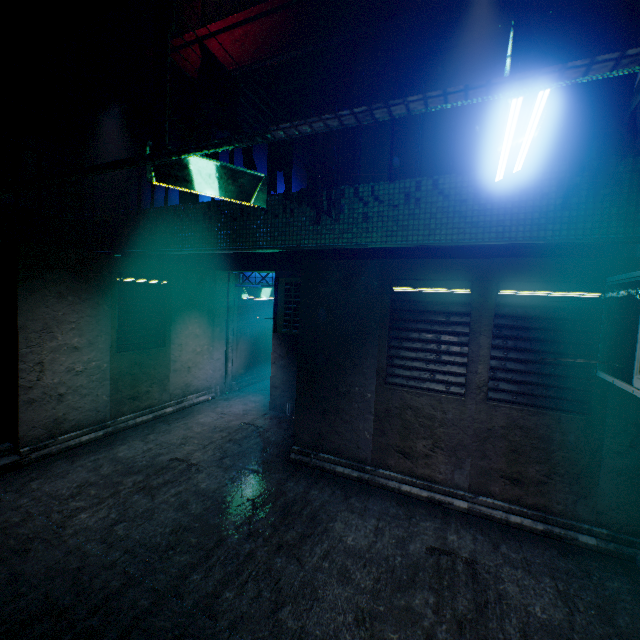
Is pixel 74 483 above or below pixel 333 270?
below

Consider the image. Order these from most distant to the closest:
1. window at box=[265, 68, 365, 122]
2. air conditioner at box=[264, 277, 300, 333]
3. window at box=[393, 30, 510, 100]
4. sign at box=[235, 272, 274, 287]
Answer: sign at box=[235, 272, 274, 287], air conditioner at box=[264, 277, 300, 333], window at box=[265, 68, 365, 122], window at box=[393, 30, 510, 100]

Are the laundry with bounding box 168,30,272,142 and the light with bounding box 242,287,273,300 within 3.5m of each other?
no

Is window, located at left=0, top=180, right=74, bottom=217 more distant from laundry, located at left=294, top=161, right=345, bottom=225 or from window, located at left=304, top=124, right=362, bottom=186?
laundry, located at left=294, top=161, right=345, bottom=225

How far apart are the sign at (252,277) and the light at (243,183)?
4.13m

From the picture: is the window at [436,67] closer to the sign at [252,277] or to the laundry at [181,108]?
the laundry at [181,108]

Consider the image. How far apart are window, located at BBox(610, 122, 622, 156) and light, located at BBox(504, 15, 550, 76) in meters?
2.1 m

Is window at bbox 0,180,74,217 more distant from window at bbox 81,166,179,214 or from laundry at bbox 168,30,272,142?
laundry at bbox 168,30,272,142
